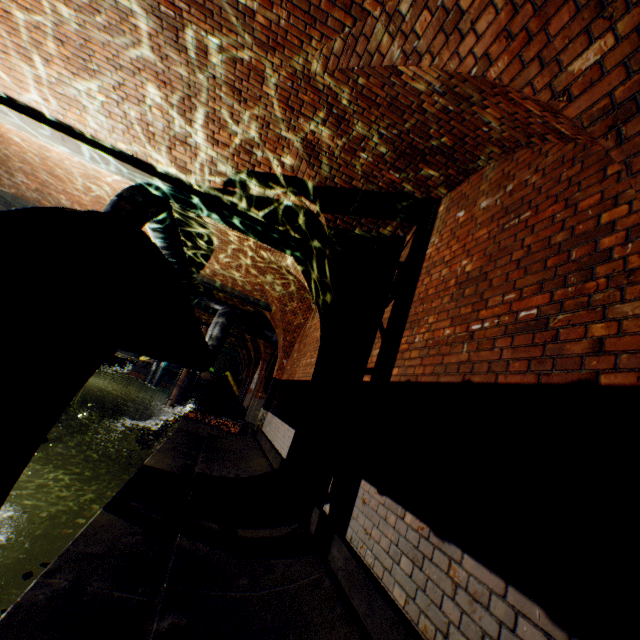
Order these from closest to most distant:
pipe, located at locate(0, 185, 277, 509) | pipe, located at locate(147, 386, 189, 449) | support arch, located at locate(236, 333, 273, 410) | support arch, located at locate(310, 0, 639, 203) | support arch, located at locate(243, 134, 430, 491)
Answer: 1. pipe, located at locate(0, 185, 277, 509)
2. support arch, located at locate(310, 0, 639, 203)
3. support arch, located at locate(243, 134, 430, 491)
4. support arch, located at locate(236, 333, 273, 410)
5. pipe, located at locate(147, 386, 189, 449)

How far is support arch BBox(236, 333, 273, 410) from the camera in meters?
14.9

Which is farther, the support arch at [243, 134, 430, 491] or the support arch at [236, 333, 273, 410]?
the support arch at [236, 333, 273, 410]

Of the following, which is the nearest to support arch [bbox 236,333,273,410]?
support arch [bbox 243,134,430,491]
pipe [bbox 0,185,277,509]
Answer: pipe [bbox 0,185,277,509]

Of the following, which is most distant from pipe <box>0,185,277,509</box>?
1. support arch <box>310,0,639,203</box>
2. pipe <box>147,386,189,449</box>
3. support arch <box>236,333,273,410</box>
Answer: pipe <box>147,386,189,449</box>

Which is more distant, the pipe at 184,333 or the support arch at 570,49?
the support arch at 570,49

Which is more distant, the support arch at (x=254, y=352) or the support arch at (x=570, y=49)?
the support arch at (x=254, y=352)

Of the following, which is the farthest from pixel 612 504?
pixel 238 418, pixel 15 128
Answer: pixel 238 418
